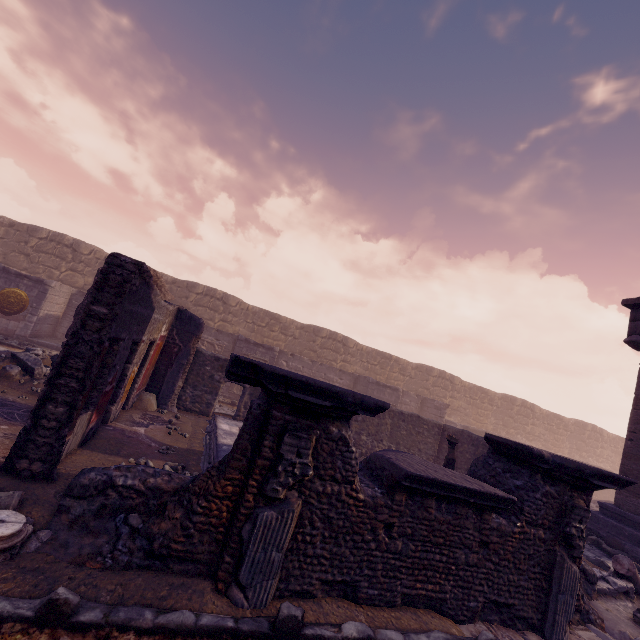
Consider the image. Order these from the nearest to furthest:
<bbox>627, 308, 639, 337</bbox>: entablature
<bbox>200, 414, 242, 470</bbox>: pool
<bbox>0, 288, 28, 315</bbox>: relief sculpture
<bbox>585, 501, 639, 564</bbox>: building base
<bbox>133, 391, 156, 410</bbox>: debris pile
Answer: <bbox>200, 414, 242, 470</bbox>: pool < <bbox>133, 391, 156, 410</bbox>: debris pile < <bbox>585, 501, 639, 564</bbox>: building base < <bbox>627, 308, 639, 337</bbox>: entablature < <bbox>0, 288, 28, 315</bbox>: relief sculpture

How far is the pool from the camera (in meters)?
6.09

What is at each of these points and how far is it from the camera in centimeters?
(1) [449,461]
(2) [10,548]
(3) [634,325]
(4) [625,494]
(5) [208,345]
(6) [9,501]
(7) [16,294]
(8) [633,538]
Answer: (1) sculpture, 838cm
(2) column base, 272cm
(3) entablature, 1079cm
(4) column, 961cm
(5) relief sculpture, 1570cm
(6) column piece, 319cm
(7) relief sculpture, 1211cm
(8) building base, 894cm

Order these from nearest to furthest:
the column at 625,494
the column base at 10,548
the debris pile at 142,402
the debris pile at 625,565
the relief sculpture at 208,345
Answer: the column base at 10,548 → the debris pile at 625,565 → the debris pile at 142,402 → the column at 625,494 → the relief sculpture at 208,345

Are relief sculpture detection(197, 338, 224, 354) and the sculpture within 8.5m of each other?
no

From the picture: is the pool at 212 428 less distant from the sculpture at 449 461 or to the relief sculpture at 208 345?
the sculpture at 449 461

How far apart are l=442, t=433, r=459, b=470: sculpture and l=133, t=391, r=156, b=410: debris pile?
7.7m

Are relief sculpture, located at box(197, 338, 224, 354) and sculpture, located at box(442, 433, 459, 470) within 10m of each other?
no
